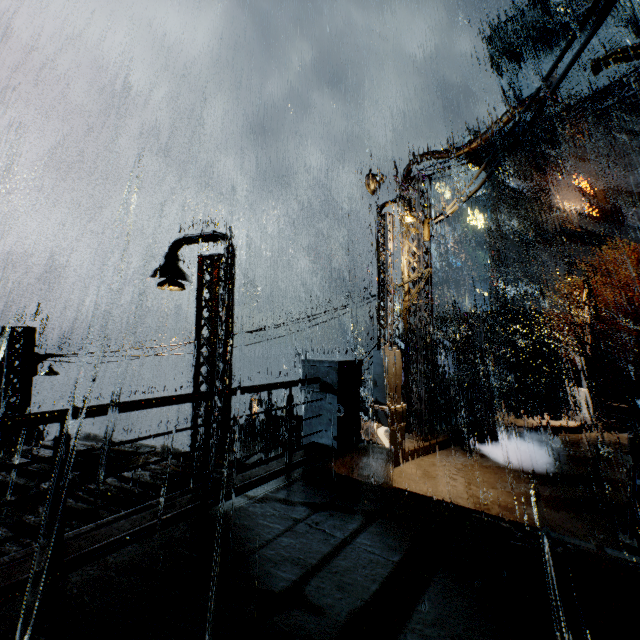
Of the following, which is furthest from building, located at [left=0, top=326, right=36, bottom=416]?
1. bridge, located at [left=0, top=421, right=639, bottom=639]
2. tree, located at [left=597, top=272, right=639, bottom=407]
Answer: tree, located at [left=597, top=272, right=639, bottom=407]

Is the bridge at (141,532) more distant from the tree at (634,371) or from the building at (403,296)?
the tree at (634,371)

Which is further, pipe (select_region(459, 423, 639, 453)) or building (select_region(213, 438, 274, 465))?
pipe (select_region(459, 423, 639, 453))

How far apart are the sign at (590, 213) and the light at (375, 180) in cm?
4124

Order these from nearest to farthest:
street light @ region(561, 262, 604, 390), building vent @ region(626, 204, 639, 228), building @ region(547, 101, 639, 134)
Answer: street light @ region(561, 262, 604, 390) → building vent @ region(626, 204, 639, 228) → building @ region(547, 101, 639, 134)

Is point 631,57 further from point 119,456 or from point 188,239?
point 119,456

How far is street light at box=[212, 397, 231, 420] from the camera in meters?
9.1

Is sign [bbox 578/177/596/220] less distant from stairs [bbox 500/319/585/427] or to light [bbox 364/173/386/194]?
stairs [bbox 500/319/585/427]
